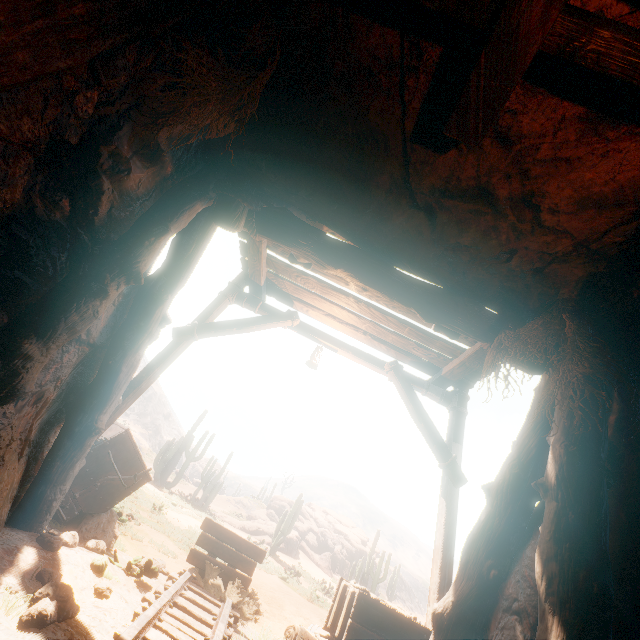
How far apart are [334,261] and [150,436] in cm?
5256

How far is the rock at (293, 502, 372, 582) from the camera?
26.64m

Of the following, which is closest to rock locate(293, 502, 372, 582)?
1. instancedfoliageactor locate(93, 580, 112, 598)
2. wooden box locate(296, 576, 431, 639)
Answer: wooden box locate(296, 576, 431, 639)

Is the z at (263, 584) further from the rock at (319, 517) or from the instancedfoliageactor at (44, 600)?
the rock at (319, 517)

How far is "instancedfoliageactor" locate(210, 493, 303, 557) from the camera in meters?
18.3

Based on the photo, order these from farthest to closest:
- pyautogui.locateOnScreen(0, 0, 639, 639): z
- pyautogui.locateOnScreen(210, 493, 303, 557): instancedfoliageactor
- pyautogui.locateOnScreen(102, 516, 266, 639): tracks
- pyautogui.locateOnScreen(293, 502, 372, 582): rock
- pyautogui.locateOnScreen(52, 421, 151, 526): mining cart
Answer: pyautogui.locateOnScreen(293, 502, 372, 582): rock < pyautogui.locateOnScreen(210, 493, 303, 557): instancedfoliageactor < pyautogui.locateOnScreen(52, 421, 151, 526): mining cart < pyautogui.locateOnScreen(102, 516, 266, 639): tracks < pyautogui.locateOnScreen(0, 0, 639, 639): z

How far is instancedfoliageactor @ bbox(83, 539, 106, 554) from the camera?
4.0 meters

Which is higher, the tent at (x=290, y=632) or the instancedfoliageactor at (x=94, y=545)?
the tent at (x=290, y=632)
